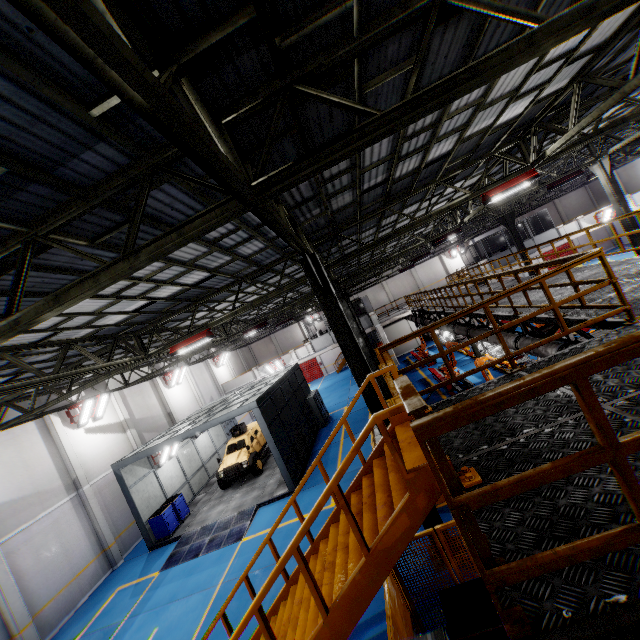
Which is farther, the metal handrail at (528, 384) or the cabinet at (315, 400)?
the cabinet at (315, 400)

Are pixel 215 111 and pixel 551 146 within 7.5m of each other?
no

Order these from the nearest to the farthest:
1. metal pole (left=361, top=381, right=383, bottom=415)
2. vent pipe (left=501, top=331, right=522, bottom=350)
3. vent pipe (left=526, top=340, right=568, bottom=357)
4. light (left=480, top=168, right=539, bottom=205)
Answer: vent pipe (left=526, top=340, right=568, bottom=357), metal pole (left=361, top=381, right=383, bottom=415), vent pipe (left=501, top=331, right=522, bottom=350), light (left=480, top=168, right=539, bottom=205)

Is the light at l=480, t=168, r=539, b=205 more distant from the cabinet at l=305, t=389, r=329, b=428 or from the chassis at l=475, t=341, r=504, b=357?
the cabinet at l=305, t=389, r=329, b=428

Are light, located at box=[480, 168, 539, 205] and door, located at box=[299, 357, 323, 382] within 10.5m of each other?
no

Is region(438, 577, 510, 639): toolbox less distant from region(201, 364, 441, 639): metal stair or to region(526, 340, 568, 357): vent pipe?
region(201, 364, 441, 639): metal stair

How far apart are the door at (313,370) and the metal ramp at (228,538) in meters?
27.8

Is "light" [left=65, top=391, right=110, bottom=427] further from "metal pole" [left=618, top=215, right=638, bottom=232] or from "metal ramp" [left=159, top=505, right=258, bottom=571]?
"metal pole" [left=618, top=215, right=638, bottom=232]
